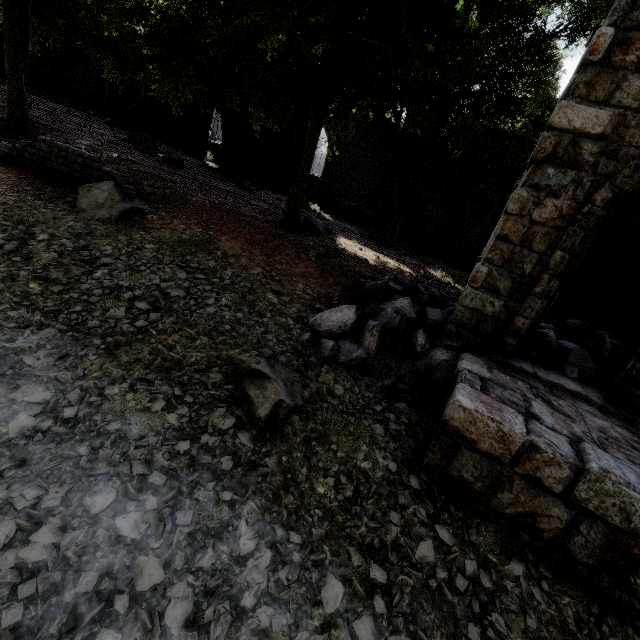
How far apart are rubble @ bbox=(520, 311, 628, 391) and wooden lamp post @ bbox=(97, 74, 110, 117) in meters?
33.5

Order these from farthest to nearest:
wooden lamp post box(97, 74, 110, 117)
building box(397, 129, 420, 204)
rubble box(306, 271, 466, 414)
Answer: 1. wooden lamp post box(97, 74, 110, 117)
2. building box(397, 129, 420, 204)
3. rubble box(306, 271, 466, 414)

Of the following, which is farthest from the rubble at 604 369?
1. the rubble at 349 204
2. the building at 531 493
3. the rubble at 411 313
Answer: the rubble at 349 204

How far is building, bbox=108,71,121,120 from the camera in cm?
2675

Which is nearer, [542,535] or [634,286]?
[542,535]

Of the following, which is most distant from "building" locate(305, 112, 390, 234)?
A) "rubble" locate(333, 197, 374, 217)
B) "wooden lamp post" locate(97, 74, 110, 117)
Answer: "wooden lamp post" locate(97, 74, 110, 117)

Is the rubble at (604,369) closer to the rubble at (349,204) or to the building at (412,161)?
the building at (412,161)
